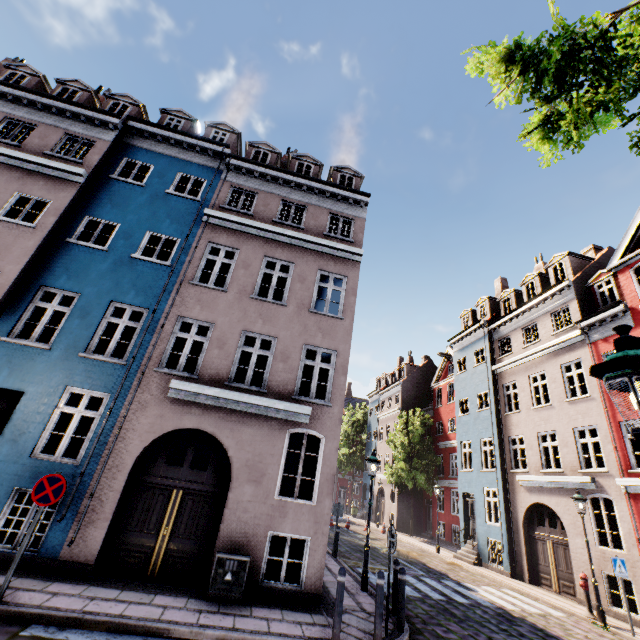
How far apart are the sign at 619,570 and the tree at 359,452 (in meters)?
32.69

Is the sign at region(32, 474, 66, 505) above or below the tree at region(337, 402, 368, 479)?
below

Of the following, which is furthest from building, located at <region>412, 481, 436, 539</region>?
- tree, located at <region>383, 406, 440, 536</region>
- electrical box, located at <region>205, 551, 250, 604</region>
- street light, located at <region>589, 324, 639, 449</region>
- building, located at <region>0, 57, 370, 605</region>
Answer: electrical box, located at <region>205, 551, 250, 604</region>

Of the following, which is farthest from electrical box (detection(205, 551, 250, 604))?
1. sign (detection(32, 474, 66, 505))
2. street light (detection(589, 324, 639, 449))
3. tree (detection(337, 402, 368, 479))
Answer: tree (detection(337, 402, 368, 479))

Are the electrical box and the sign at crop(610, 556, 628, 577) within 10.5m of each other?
no

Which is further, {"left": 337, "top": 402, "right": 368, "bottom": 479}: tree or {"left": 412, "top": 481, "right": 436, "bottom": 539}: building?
{"left": 337, "top": 402, "right": 368, "bottom": 479}: tree

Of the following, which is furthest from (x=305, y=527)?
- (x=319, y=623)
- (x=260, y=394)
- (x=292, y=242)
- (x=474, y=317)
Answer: (x=474, y=317)

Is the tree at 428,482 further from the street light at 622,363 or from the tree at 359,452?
the tree at 359,452
